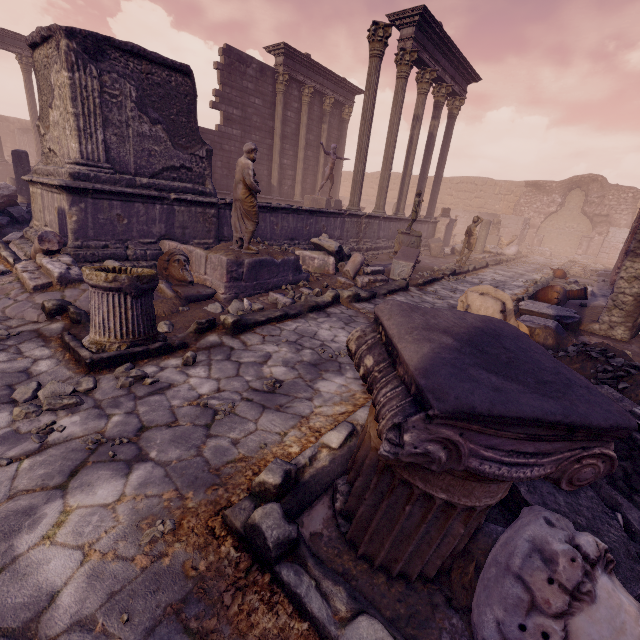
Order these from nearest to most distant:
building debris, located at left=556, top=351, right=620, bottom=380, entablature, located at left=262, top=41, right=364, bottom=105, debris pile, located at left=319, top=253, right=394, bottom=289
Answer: building debris, located at left=556, top=351, right=620, bottom=380 < debris pile, located at left=319, top=253, right=394, bottom=289 < entablature, located at left=262, top=41, right=364, bottom=105

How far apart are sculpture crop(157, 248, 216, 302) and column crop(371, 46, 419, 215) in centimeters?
912cm

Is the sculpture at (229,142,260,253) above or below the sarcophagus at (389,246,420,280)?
above

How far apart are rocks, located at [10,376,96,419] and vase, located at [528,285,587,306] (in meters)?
9.09

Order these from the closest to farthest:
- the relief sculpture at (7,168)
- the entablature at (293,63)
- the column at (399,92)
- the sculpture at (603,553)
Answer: the sculpture at (603,553) → the column at (399,92) → the entablature at (293,63) → the relief sculpture at (7,168)

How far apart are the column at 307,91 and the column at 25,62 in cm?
1511

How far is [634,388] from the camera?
2.5 meters

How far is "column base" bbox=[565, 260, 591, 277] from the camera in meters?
14.1
